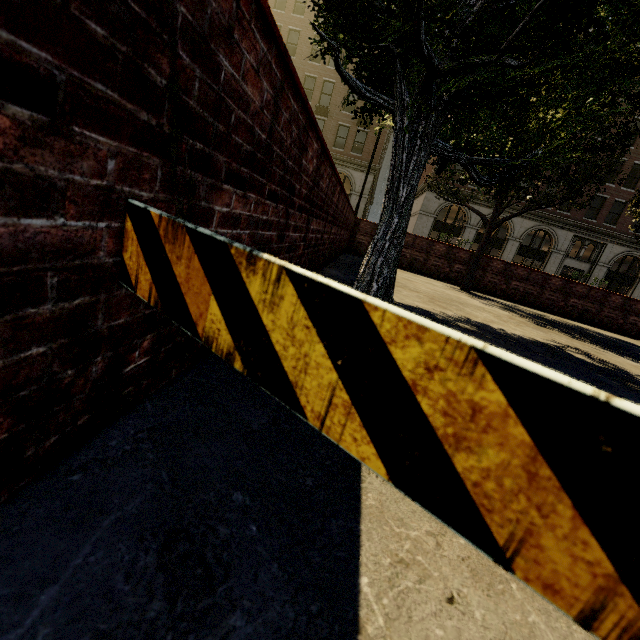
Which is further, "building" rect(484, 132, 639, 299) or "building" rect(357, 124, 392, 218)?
"building" rect(357, 124, 392, 218)

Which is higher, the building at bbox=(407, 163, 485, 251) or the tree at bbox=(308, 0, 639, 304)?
the building at bbox=(407, 163, 485, 251)

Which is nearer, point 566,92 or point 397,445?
point 397,445

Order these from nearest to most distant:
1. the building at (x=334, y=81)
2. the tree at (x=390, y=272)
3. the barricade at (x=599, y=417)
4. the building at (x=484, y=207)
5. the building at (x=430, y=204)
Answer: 1. the barricade at (x=599, y=417)
2. the tree at (x=390, y=272)
3. the building at (x=334, y=81)
4. the building at (x=484, y=207)
5. the building at (x=430, y=204)

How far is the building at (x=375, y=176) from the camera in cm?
2873

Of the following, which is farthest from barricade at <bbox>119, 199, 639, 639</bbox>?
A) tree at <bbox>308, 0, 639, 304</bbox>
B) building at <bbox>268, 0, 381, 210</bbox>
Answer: building at <bbox>268, 0, 381, 210</bbox>

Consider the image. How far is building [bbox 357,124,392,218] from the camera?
28.7m
